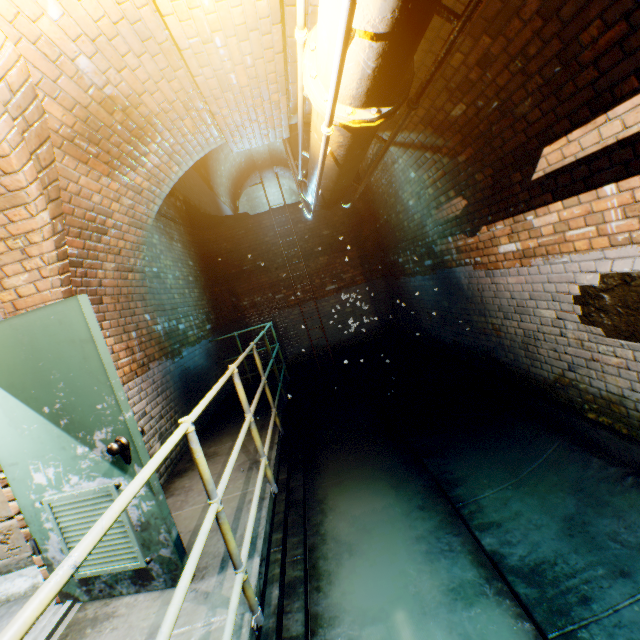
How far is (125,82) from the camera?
2.5 meters

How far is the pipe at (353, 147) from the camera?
2.06m

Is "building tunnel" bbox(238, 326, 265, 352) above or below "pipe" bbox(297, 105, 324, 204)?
below

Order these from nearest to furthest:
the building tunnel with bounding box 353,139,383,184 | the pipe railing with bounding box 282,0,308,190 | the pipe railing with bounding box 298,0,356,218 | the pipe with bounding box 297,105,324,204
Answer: the pipe railing with bounding box 298,0,356,218 < the pipe railing with bounding box 282,0,308,190 < the pipe with bounding box 297,105,324,204 < the building tunnel with bounding box 353,139,383,184

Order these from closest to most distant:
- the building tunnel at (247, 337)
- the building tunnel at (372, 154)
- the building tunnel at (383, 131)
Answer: the building tunnel at (383, 131), the building tunnel at (372, 154), the building tunnel at (247, 337)

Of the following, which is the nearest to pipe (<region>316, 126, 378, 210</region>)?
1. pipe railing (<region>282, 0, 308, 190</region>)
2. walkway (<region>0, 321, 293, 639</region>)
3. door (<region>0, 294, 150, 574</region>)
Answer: pipe railing (<region>282, 0, 308, 190</region>)

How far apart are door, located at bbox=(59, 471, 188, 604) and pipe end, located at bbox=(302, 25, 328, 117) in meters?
1.8
